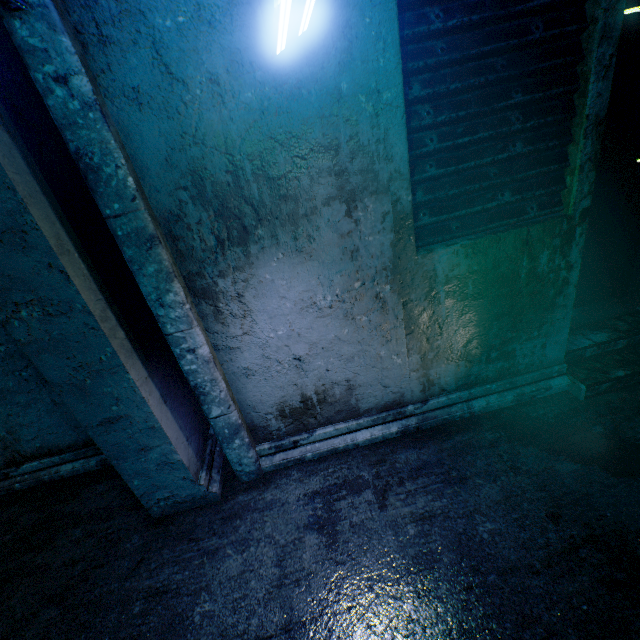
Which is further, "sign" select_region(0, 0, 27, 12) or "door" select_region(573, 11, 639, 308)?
"door" select_region(573, 11, 639, 308)

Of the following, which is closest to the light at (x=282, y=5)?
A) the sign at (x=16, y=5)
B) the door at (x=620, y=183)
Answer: the sign at (x=16, y=5)

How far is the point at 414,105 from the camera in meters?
1.6 m

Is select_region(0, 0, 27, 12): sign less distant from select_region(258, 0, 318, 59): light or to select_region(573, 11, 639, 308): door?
select_region(258, 0, 318, 59): light

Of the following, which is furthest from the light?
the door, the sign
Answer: the door

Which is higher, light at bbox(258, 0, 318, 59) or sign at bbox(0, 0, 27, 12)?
Result: sign at bbox(0, 0, 27, 12)
